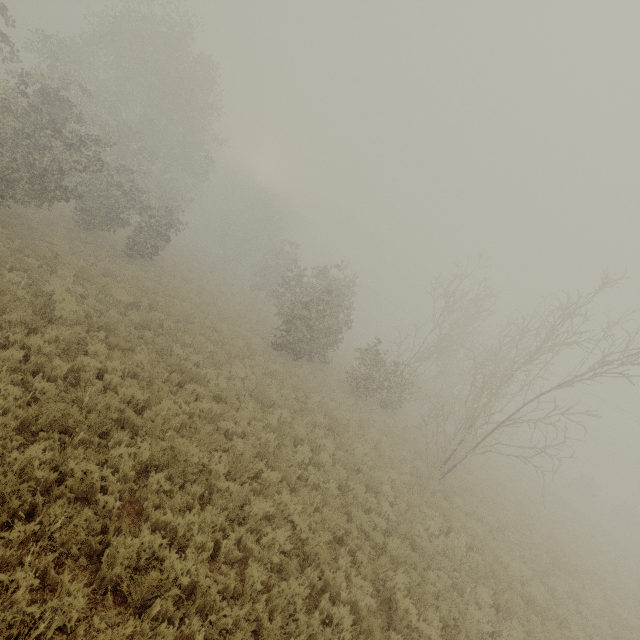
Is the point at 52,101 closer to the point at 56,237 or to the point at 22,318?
the point at 56,237
